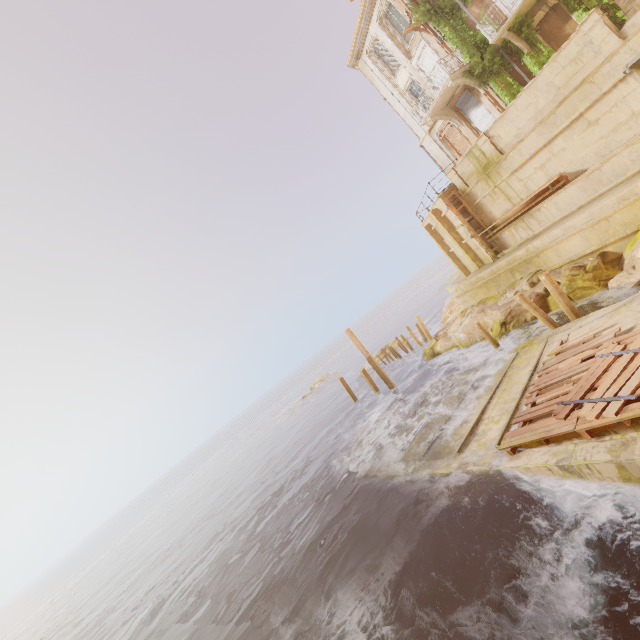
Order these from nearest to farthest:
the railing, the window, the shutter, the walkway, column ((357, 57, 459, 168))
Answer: the walkway → the railing → the shutter → the window → column ((357, 57, 459, 168))

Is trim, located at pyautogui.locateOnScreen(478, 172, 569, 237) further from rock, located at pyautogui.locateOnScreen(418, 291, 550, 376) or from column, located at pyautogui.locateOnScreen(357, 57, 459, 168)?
column, located at pyautogui.locateOnScreen(357, 57, 459, 168)

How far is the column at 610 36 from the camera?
11.2 meters

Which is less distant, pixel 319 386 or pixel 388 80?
pixel 388 80

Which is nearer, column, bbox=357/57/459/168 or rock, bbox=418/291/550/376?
rock, bbox=418/291/550/376

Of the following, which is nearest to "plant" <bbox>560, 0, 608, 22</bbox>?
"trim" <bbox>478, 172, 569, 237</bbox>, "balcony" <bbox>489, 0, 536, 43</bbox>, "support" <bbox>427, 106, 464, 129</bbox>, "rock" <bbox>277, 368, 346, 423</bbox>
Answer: "balcony" <bbox>489, 0, 536, 43</bbox>

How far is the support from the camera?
20.8 meters

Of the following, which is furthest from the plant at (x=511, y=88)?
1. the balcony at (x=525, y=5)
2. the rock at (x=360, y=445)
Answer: the rock at (x=360, y=445)
